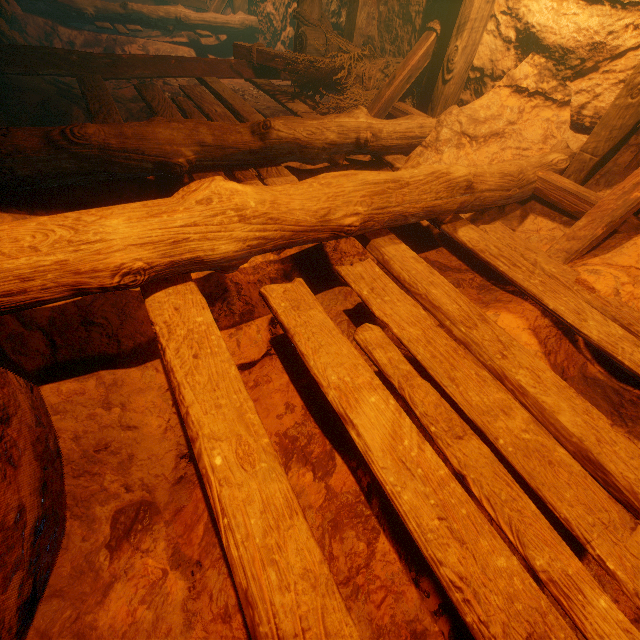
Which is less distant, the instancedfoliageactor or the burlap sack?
the burlap sack

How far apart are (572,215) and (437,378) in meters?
2.1 m

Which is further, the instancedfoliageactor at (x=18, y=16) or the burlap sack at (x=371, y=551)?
the instancedfoliageactor at (x=18, y=16)
